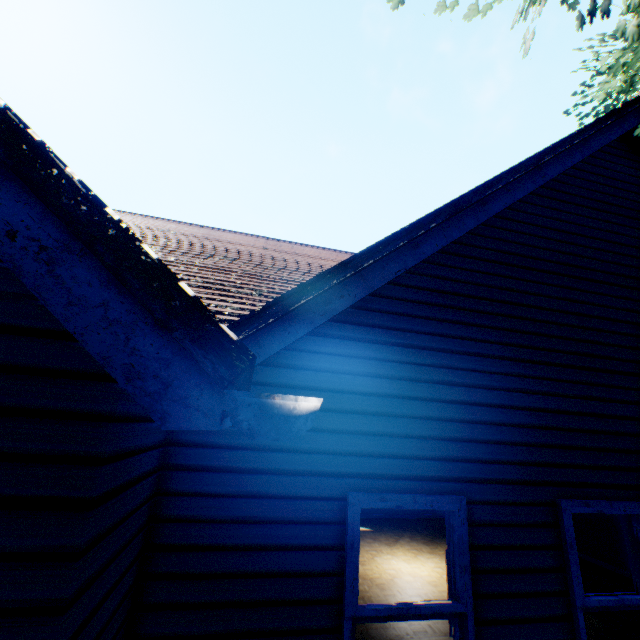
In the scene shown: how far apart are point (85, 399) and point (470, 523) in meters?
3.0

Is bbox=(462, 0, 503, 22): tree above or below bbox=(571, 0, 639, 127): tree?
below

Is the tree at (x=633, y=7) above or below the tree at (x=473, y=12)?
above
